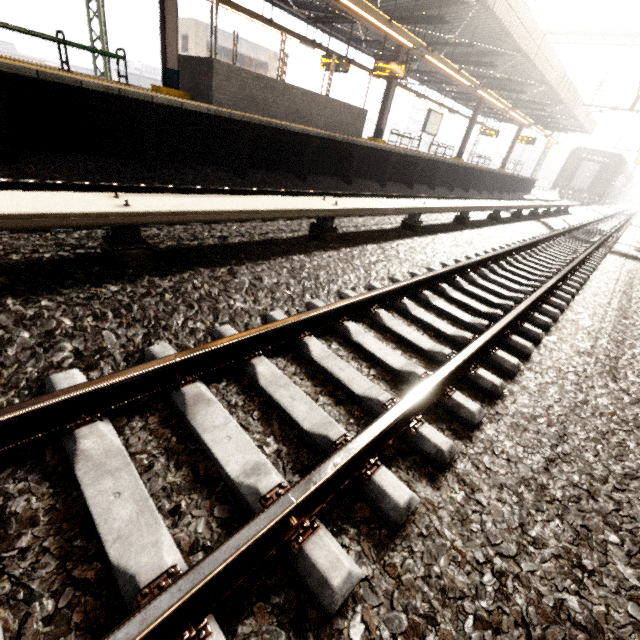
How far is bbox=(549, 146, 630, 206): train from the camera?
27.2 meters

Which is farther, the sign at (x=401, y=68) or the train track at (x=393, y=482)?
the sign at (x=401, y=68)

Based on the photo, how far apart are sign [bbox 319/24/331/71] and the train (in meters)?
26.31

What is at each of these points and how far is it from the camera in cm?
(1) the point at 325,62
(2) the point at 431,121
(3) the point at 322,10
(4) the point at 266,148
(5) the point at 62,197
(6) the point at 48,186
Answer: (1) sign, 1363
(2) sign, 1755
(3) awning structure, 1294
(4) platform underside, 812
(5) electrical rail conduit, 241
(6) train track, 415

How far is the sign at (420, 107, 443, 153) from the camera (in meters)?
17.22

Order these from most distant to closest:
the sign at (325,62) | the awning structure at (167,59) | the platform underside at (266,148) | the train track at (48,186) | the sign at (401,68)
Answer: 1. the sign at (325,62)
2. the sign at (401,68)
3. the awning structure at (167,59)
4. the platform underside at (266,148)
5. the train track at (48,186)

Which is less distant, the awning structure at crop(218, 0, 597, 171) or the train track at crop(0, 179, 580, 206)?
the train track at crop(0, 179, 580, 206)

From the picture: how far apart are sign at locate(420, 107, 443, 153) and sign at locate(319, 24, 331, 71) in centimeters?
603cm
